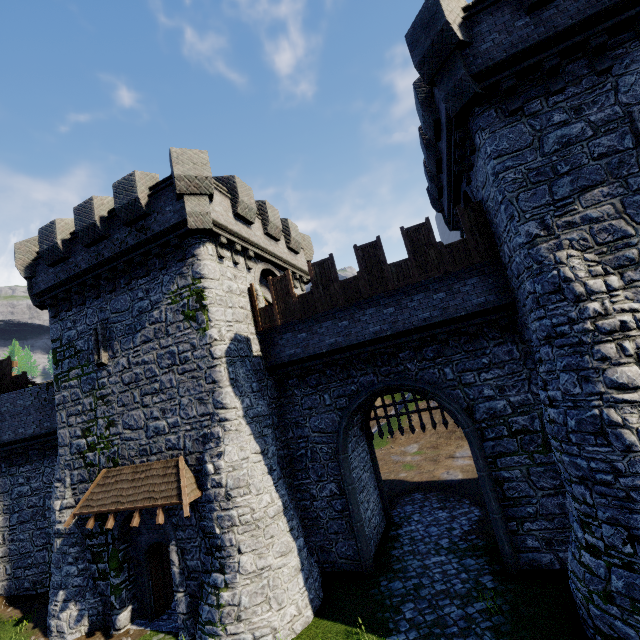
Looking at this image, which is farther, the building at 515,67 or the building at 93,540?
the building at 93,540

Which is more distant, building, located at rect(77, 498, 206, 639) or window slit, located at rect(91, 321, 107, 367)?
window slit, located at rect(91, 321, 107, 367)

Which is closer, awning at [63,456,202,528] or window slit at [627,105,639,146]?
window slit at [627,105,639,146]

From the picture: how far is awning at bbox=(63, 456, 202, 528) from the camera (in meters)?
10.86

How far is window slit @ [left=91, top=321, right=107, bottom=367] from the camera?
13.7m

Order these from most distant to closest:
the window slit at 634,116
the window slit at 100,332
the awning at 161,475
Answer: the window slit at 100,332 → the awning at 161,475 → the window slit at 634,116

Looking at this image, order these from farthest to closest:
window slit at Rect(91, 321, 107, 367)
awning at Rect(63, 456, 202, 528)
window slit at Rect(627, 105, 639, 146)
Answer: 1. window slit at Rect(91, 321, 107, 367)
2. awning at Rect(63, 456, 202, 528)
3. window slit at Rect(627, 105, 639, 146)

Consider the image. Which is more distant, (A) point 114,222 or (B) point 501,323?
(A) point 114,222
